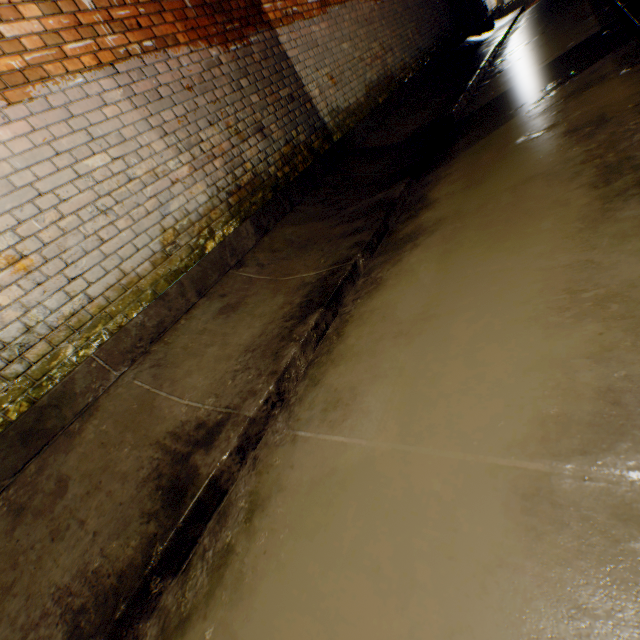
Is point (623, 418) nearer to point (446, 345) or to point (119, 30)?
point (446, 345)
